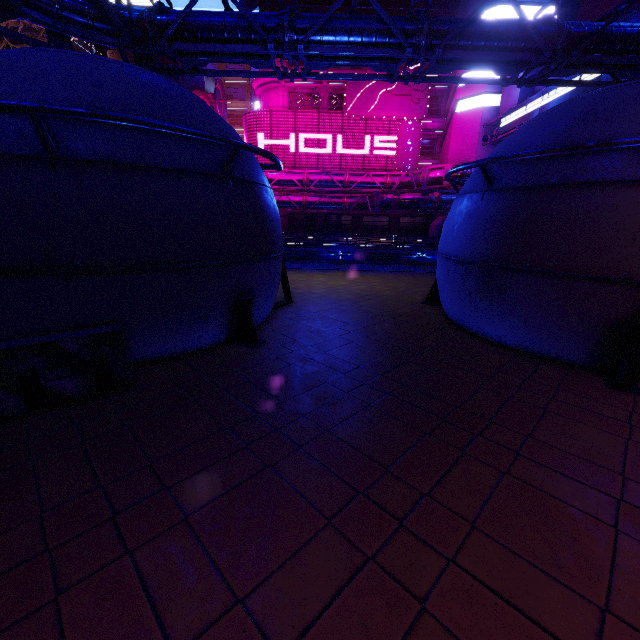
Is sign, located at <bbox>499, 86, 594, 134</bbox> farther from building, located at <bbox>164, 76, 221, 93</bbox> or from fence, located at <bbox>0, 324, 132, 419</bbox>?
building, located at <bbox>164, 76, 221, 93</bbox>

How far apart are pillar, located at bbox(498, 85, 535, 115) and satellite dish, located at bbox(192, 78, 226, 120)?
36.2m

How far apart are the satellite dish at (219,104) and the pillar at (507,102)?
36.16m

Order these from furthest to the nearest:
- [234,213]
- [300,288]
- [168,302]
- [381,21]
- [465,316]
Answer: [300,288], [381,21], [465,316], [234,213], [168,302]

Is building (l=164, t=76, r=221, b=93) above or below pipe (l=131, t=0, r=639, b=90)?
above

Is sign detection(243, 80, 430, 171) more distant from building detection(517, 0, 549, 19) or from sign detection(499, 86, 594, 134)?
sign detection(499, 86, 594, 134)

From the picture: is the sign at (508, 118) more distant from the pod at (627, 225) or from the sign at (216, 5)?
the sign at (216, 5)

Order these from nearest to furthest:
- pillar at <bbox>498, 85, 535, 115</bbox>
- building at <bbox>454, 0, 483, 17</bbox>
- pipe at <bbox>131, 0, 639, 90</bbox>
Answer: pipe at <bbox>131, 0, 639, 90</bbox>, pillar at <bbox>498, 85, 535, 115</bbox>, building at <bbox>454, 0, 483, 17</bbox>
